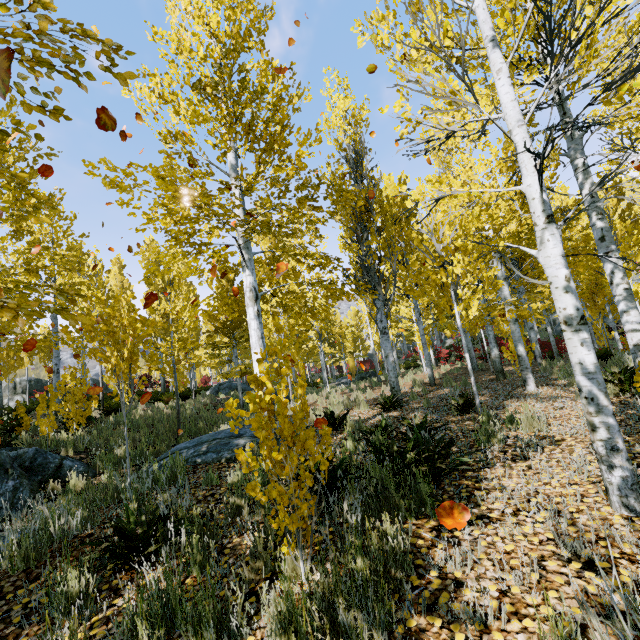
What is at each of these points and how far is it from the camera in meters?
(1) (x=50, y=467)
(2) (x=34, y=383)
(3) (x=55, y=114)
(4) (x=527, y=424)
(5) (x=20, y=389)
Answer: (1) rock, 7.0 m
(2) rock, 21.2 m
(3) instancedfoliageactor, 1.8 m
(4) instancedfoliageactor, 4.5 m
(5) rock, 20.5 m

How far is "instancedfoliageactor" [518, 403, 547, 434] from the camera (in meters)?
4.44

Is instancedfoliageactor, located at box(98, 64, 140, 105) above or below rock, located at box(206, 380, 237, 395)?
above

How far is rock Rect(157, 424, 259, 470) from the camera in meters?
5.6

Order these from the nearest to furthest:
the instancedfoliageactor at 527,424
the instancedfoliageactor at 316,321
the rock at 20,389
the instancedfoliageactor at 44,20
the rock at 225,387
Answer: the instancedfoliageactor at 44,20 → the instancedfoliageactor at 316,321 → the instancedfoliageactor at 527,424 → the rock at 225,387 → the rock at 20,389

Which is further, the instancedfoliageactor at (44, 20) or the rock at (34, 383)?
the rock at (34, 383)
